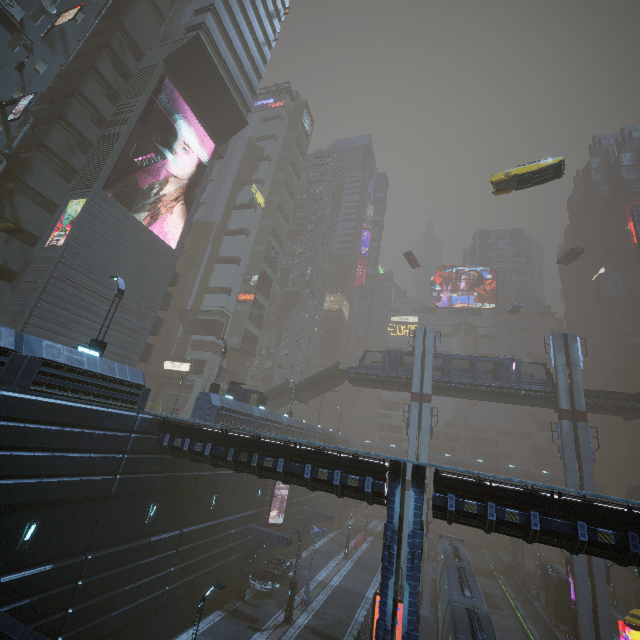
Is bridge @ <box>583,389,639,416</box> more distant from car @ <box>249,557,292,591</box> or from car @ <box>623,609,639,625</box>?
car @ <box>249,557,292,591</box>

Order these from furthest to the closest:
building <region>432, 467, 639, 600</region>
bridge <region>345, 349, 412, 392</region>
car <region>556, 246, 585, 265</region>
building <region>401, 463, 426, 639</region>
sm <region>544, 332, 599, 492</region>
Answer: →
car <region>556, 246, 585, 265</region>
bridge <region>345, 349, 412, 392</region>
sm <region>544, 332, 599, 492</region>
building <region>401, 463, 426, 639</region>
building <region>432, 467, 639, 600</region>

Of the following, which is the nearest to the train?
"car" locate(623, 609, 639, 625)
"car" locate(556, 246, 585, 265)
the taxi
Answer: "car" locate(623, 609, 639, 625)

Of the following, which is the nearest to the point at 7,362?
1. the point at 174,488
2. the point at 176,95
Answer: the point at 174,488

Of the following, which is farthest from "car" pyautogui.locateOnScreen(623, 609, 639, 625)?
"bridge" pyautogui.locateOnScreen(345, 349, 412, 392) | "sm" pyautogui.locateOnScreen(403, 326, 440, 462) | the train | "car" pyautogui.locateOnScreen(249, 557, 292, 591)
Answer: "car" pyautogui.locateOnScreen(249, 557, 292, 591)

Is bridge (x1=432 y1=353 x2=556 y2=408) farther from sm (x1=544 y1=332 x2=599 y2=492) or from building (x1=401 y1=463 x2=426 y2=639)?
building (x1=401 y1=463 x2=426 y2=639)

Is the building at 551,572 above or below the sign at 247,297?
below

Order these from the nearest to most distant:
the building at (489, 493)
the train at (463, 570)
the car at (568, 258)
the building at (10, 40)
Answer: the building at (489, 493)
the train at (463, 570)
the building at (10, 40)
the car at (568, 258)
